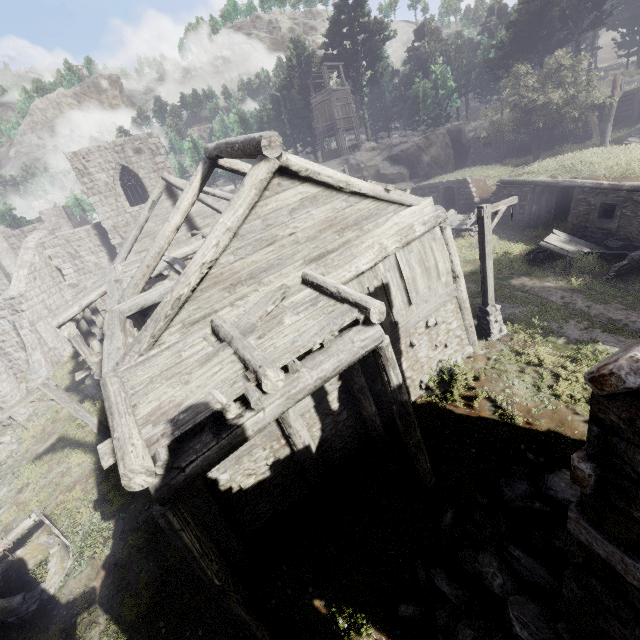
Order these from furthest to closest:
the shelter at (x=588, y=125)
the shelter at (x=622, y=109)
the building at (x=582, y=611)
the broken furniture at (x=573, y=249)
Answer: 1. the shelter at (x=588, y=125)
2. the shelter at (x=622, y=109)
3. the broken furniture at (x=573, y=249)
4. the building at (x=582, y=611)

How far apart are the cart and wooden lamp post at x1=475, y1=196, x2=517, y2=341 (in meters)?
8.93

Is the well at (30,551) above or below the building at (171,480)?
below

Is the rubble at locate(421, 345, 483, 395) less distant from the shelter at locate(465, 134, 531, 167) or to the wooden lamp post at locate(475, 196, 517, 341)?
the wooden lamp post at locate(475, 196, 517, 341)

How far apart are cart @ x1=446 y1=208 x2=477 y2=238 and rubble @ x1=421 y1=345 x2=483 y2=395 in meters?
11.2 m

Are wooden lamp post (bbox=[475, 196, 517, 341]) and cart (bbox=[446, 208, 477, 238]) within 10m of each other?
yes

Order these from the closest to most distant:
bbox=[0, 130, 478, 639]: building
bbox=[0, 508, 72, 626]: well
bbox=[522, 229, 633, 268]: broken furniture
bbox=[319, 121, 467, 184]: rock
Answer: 1. bbox=[0, 130, 478, 639]: building
2. bbox=[0, 508, 72, 626]: well
3. bbox=[522, 229, 633, 268]: broken furniture
4. bbox=[319, 121, 467, 184]: rock

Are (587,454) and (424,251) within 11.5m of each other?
yes
